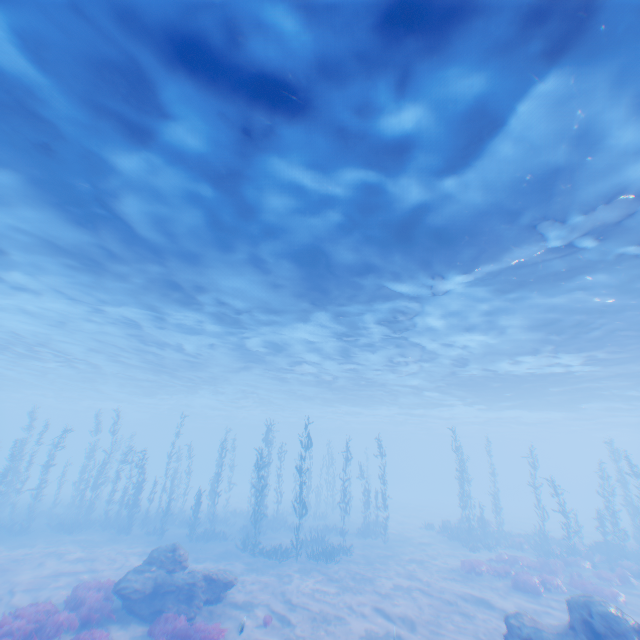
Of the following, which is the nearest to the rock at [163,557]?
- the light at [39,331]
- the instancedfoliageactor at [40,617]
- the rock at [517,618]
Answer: the instancedfoliageactor at [40,617]

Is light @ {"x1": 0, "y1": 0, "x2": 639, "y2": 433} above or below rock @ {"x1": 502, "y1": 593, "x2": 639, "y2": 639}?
above

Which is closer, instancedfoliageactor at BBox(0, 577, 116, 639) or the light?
the light

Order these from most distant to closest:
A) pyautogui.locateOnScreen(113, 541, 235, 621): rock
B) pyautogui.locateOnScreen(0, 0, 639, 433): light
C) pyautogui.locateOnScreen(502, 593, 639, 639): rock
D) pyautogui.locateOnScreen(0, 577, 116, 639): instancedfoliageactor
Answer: pyautogui.locateOnScreen(113, 541, 235, 621): rock, pyautogui.locateOnScreen(0, 577, 116, 639): instancedfoliageactor, pyautogui.locateOnScreen(502, 593, 639, 639): rock, pyautogui.locateOnScreen(0, 0, 639, 433): light

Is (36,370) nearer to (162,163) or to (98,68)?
(162,163)

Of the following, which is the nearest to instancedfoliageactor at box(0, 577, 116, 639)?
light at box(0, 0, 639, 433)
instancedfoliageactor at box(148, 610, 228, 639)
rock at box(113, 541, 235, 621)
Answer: rock at box(113, 541, 235, 621)

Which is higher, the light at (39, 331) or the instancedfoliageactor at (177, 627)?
the light at (39, 331)

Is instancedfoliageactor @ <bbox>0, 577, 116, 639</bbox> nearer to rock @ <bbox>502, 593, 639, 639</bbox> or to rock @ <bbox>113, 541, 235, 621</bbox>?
rock @ <bbox>113, 541, 235, 621</bbox>
